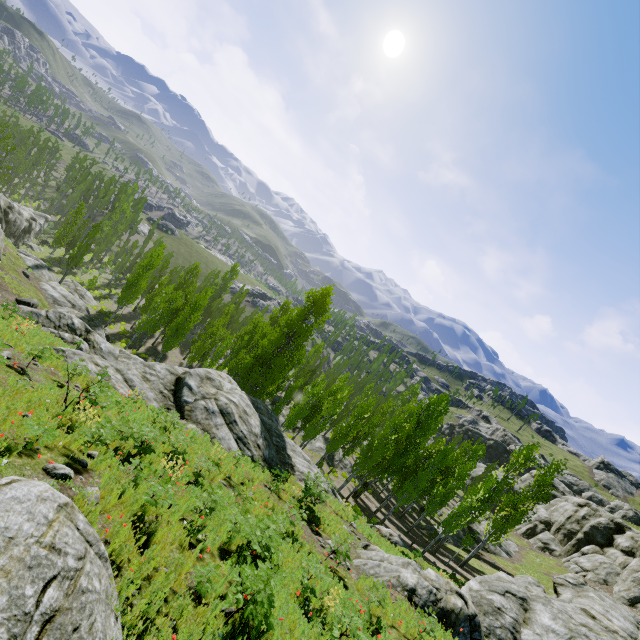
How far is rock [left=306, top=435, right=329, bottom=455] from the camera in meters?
38.9 m

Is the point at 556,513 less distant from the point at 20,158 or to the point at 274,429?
the point at 274,429

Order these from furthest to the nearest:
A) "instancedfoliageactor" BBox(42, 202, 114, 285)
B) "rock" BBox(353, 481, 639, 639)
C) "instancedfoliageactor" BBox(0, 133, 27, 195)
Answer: "instancedfoliageactor" BBox(0, 133, 27, 195), "instancedfoliageactor" BBox(42, 202, 114, 285), "rock" BBox(353, 481, 639, 639)

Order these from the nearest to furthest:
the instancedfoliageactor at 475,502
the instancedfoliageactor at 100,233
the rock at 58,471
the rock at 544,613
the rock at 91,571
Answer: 1. the rock at 91,571
2. the rock at 58,471
3. the rock at 544,613
4. the instancedfoliageactor at 475,502
5. the instancedfoliageactor at 100,233

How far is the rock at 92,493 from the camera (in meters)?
6.02

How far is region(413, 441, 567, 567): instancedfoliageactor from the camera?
25.8m

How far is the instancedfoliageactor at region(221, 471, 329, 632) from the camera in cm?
560

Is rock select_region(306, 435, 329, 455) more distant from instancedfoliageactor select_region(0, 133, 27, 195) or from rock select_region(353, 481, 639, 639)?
rock select_region(353, 481, 639, 639)
